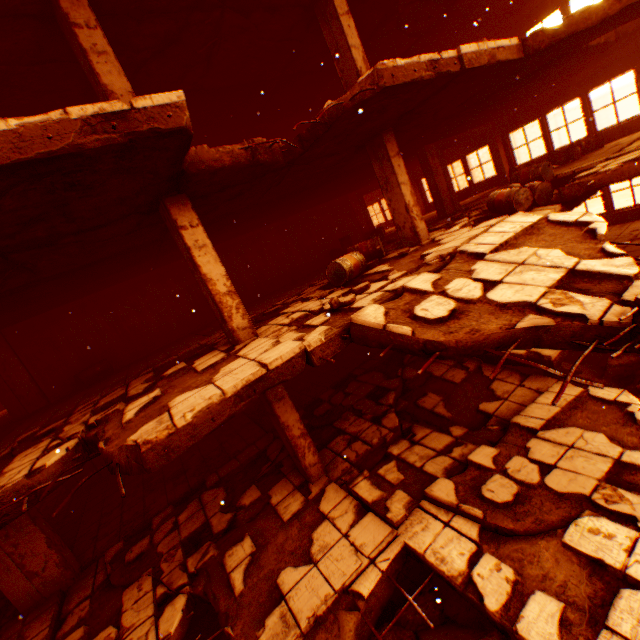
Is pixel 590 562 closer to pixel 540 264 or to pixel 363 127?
pixel 540 264

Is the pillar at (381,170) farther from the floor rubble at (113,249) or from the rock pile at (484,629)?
the rock pile at (484,629)

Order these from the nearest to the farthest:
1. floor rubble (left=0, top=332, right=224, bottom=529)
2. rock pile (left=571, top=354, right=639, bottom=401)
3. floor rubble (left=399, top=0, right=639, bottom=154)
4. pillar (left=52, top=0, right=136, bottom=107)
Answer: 1. floor rubble (left=0, top=332, right=224, bottom=529)
2. pillar (left=52, top=0, right=136, bottom=107)
3. floor rubble (left=399, top=0, right=639, bottom=154)
4. rock pile (left=571, top=354, right=639, bottom=401)

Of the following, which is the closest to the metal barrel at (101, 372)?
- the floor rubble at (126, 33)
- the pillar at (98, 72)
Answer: the floor rubble at (126, 33)

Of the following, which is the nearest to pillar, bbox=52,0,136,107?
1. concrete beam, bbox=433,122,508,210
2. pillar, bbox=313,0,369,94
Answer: pillar, bbox=313,0,369,94

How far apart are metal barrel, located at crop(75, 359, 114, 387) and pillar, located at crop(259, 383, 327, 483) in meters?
6.8 m

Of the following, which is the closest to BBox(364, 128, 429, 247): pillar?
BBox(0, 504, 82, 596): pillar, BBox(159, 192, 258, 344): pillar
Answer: BBox(159, 192, 258, 344): pillar

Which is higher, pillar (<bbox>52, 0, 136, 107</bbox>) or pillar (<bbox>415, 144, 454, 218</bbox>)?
pillar (<bbox>52, 0, 136, 107</bbox>)
